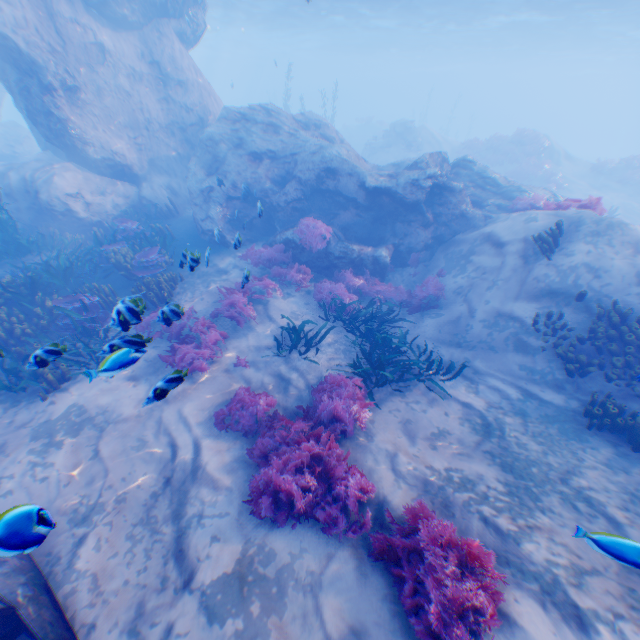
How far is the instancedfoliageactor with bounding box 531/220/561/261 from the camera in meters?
8.8

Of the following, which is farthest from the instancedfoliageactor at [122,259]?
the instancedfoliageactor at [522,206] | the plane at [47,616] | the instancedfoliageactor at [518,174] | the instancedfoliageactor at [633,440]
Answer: the instancedfoliageactor at [518,174]

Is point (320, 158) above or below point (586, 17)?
below

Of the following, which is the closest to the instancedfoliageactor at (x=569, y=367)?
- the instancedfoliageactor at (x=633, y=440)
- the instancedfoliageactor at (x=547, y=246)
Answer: the instancedfoliageactor at (x=633, y=440)

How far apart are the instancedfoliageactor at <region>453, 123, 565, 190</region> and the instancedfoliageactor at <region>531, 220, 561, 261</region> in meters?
22.3 m

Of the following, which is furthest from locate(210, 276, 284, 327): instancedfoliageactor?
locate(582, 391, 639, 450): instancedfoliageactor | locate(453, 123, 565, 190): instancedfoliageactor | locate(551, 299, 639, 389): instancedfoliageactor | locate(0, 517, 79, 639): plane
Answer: locate(453, 123, 565, 190): instancedfoliageactor

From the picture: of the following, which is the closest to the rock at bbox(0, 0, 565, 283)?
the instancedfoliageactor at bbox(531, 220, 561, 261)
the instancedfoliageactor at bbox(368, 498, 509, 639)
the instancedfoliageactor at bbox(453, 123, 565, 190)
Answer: the instancedfoliageactor at bbox(368, 498, 509, 639)

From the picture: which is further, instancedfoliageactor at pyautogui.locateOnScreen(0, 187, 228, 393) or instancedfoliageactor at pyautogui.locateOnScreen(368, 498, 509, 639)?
instancedfoliageactor at pyautogui.locateOnScreen(0, 187, 228, 393)
